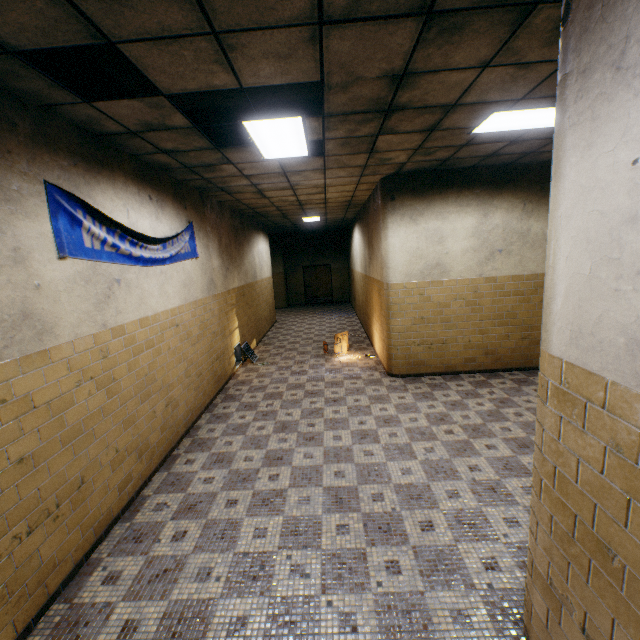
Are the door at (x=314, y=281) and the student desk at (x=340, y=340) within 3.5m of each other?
no

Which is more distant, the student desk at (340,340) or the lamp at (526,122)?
the student desk at (340,340)

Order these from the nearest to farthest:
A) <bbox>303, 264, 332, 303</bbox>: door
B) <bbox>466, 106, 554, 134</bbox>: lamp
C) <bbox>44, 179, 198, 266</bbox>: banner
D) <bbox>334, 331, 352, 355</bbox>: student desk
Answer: <bbox>44, 179, 198, 266</bbox>: banner → <bbox>466, 106, 554, 134</bbox>: lamp → <bbox>334, 331, 352, 355</bbox>: student desk → <bbox>303, 264, 332, 303</bbox>: door

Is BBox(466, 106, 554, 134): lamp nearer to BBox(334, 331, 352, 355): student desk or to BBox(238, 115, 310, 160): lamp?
BBox(238, 115, 310, 160): lamp

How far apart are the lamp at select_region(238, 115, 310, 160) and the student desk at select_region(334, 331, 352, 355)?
4.5 meters

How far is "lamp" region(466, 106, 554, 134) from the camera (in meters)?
3.52

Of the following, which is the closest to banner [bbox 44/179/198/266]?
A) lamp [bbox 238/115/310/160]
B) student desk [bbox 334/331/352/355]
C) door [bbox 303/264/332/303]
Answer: lamp [bbox 238/115/310/160]

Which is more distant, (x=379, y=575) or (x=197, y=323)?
(x=197, y=323)
